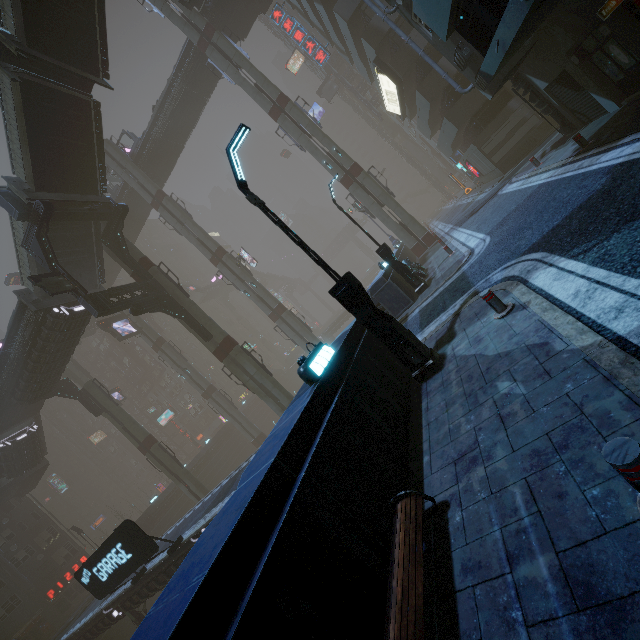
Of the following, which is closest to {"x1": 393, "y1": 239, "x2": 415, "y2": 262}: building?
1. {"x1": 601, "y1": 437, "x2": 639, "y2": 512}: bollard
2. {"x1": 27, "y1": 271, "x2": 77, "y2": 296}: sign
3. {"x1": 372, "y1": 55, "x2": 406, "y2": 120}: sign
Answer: {"x1": 372, "y1": 55, "x2": 406, "y2": 120}: sign

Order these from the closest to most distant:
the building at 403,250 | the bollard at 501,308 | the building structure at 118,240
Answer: the bollard at 501,308, the building structure at 118,240, the building at 403,250

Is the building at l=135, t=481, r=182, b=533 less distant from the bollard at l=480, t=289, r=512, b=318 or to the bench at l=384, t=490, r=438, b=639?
the bench at l=384, t=490, r=438, b=639

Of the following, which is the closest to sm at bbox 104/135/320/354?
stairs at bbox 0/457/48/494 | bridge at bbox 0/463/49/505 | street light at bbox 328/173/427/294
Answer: stairs at bbox 0/457/48/494

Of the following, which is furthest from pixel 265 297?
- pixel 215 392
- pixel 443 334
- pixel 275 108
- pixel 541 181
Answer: pixel 443 334

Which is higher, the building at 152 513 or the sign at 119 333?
the sign at 119 333

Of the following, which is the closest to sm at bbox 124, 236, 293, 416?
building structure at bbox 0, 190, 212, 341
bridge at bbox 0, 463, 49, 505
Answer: building structure at bbox 0, 190, 212, 341

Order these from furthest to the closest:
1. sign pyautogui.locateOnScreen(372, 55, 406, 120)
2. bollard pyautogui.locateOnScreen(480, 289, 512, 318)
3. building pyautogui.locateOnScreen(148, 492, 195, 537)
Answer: building pyautogui.locateOnScreen(148, 492, 195, 537), sign pyautogui.locateOnScreen(372, 55, 406, 120), bollard pyautogui.locateOnScreen(480, 289, 512, 318)
